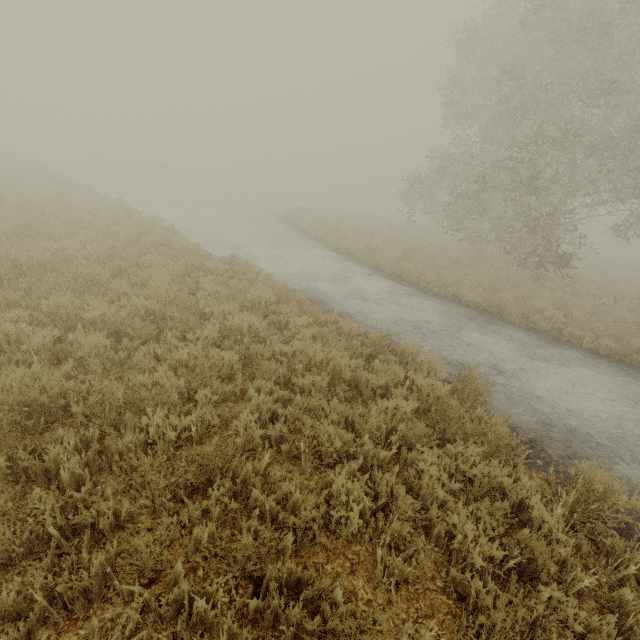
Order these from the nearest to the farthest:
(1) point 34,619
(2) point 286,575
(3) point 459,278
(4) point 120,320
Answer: (1) point 34,619 → (2) point 286,575 → (4) point 120,320 → (3) point 459,278
